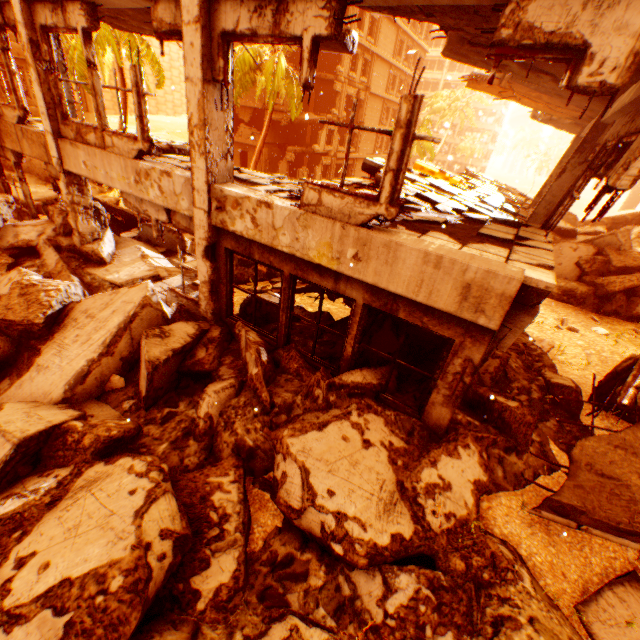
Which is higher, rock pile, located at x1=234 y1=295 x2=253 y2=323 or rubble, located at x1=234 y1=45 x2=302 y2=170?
rubble, located at x1=234 y1=45 x2=302 y2=170

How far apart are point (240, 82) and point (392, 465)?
25.9m

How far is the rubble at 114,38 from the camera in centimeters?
1485cm

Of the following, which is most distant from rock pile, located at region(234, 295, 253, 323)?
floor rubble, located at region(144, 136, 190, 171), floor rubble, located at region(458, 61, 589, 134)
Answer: floor rubble, located at region(458, 61, 589, 134)

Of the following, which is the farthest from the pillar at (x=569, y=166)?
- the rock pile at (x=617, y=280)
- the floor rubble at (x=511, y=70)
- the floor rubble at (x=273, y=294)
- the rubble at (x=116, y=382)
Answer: the rock pile at (x=617, y=280)

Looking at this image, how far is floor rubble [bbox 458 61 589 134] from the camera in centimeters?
558cm

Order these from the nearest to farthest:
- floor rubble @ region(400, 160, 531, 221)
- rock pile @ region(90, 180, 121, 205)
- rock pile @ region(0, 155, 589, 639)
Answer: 1. rock pile @ region(0, 155, 589, 639)
2. floor rubble @ region(400, 160, 531, 221)
3. rock pile @ region(90, 180, 121, 205)
